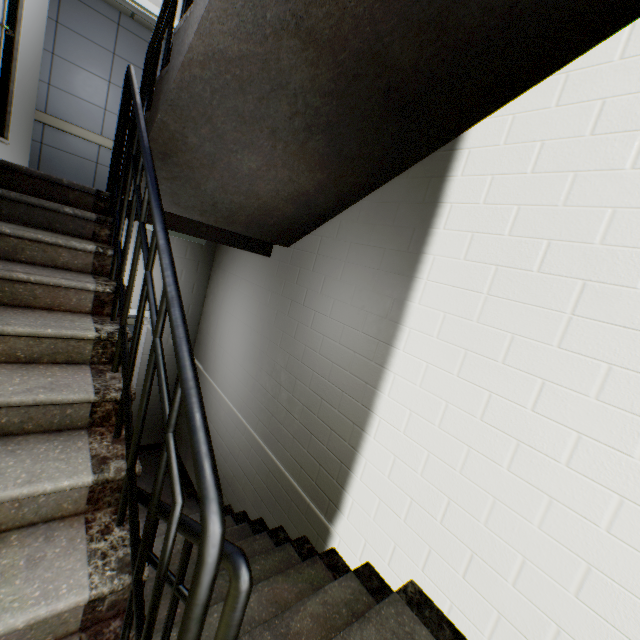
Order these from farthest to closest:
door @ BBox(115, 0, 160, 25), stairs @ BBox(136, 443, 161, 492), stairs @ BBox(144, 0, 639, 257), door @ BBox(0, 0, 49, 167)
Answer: stairs @ BBox(136, 443, 161, 492)
door @ BBox(115, 0, 160, 25)
door @ BBox(0, 0, 49, 167)
stairs @ BBox(144, 0, 639, 257)

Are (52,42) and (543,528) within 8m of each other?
no

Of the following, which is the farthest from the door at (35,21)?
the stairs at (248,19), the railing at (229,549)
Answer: the railing at (229,549)

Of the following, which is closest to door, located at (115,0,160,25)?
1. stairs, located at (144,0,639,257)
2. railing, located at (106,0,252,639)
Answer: stairs, located at (144,0,639,257)

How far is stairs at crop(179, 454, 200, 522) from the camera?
3.6m

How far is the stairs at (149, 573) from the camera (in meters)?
1.07
